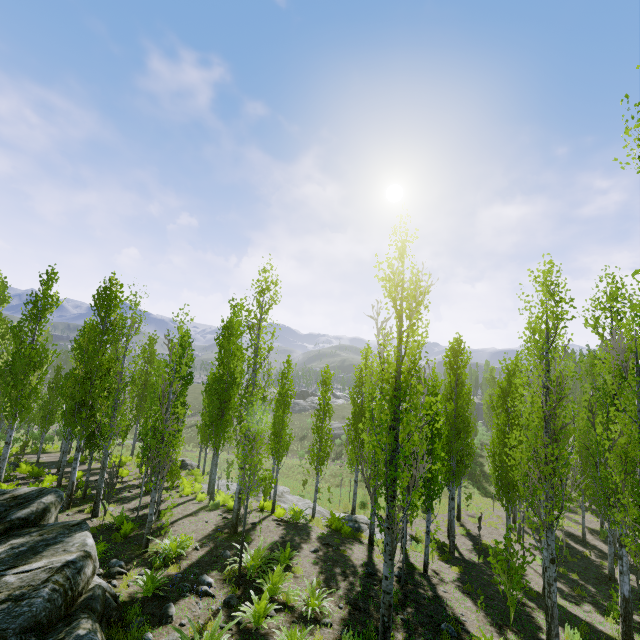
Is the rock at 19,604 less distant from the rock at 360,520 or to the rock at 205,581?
the rock at 205,581

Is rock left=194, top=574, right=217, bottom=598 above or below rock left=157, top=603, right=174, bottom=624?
below

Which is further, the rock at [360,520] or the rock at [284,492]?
the rock at [284,492]

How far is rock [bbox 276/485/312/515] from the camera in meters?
19.4

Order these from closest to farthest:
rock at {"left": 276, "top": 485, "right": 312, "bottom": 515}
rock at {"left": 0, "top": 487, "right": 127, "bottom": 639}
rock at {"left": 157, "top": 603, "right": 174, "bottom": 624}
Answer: rock at {"left": 0, "top": 487, "right": 127, "bottom": 639}, rock at {"left": 157, "top": 603, "right": 174, "bottom": 624}, rock at {"left": 276, "top": 485, "right": 312, "bottom": 515}

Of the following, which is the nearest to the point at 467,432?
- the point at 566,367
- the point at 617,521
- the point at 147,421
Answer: the point at 617,521

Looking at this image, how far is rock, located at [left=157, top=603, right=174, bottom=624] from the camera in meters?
7.2

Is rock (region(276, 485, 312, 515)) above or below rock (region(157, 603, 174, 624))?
below
